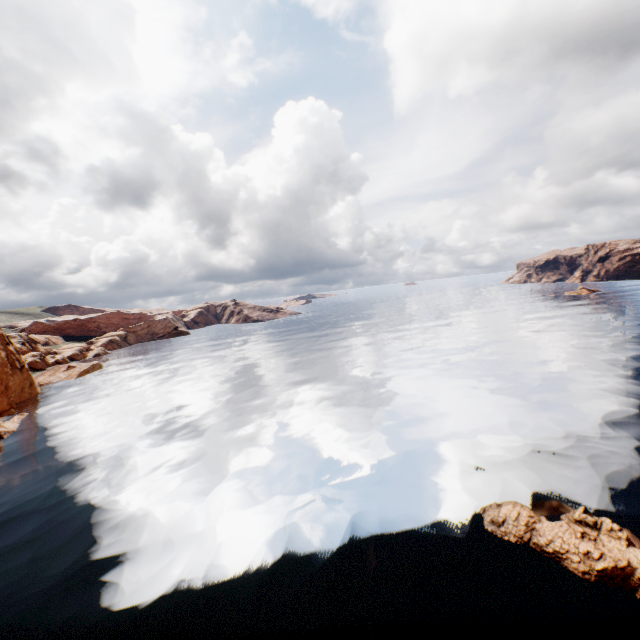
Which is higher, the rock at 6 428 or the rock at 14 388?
the rock at 14 388

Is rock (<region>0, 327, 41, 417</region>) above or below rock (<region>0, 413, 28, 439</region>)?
above

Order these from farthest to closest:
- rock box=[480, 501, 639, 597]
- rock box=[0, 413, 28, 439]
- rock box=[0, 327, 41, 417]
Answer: rock box=[0, 327, 41, 417] → rock box=[0, 413, 28, 439] → rock box=[480, 501, 639, 597]

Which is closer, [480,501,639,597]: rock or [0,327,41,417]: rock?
[480,501,639,597]: rock

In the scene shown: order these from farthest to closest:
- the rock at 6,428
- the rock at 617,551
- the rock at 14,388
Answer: the rock at 14,388
the rock at 6,428
the rock at 617,551

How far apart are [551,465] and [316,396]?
21.8m
